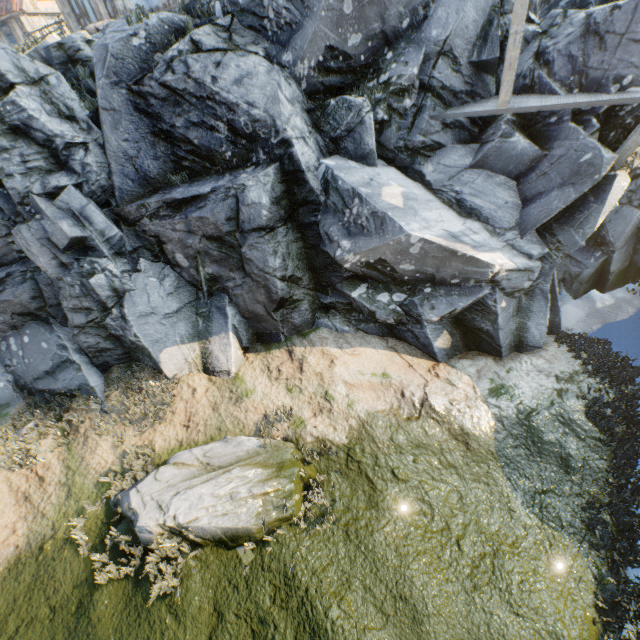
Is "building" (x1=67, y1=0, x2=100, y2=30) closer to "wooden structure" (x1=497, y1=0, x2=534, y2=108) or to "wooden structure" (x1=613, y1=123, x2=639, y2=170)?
"wooden structure" (x1=497, y1=0, x2=534, y2=108)

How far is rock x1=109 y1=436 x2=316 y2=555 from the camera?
6.3m

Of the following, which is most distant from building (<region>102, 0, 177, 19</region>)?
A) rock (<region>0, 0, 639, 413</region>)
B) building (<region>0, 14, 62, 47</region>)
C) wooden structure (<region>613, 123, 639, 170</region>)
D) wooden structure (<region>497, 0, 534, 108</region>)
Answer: wooden structure (<region>613, 123, 639, 170</region>)

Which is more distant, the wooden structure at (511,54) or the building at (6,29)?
the building at (6,29)

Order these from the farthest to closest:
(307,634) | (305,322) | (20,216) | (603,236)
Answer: (603,236) → (305,322) → (20,216) → (307,634)

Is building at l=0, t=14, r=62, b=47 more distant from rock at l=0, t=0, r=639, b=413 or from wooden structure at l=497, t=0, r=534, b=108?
wooden structure at l=497, t=0, r=534, b=108

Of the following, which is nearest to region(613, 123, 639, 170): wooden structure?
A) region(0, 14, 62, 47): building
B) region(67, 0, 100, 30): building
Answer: region(67, 0, 100, 30): building

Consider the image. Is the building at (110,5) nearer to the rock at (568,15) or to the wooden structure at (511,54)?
the rock at (568,15)
